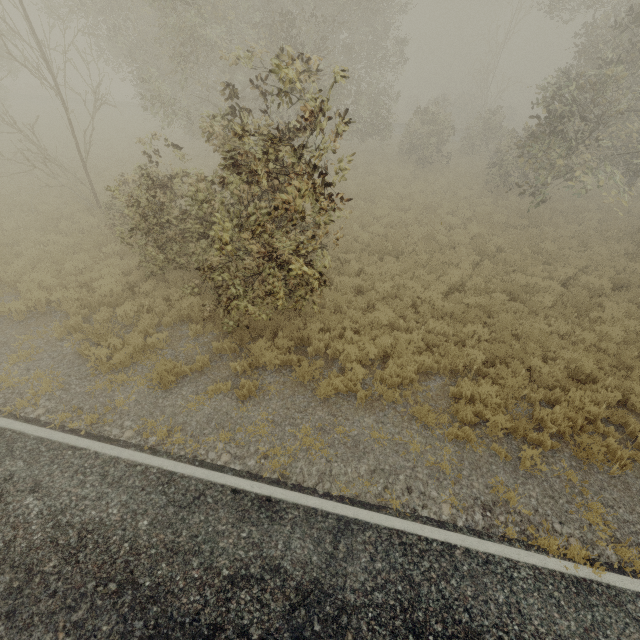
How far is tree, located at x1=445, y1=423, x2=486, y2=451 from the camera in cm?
629

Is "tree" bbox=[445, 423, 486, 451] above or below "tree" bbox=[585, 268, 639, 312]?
below

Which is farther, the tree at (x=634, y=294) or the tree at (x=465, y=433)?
the tree at (x=634, y=294)

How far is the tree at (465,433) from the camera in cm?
629

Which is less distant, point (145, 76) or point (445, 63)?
point (145, 76)

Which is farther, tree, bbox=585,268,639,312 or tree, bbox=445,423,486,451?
tree, bbox=585,268,639,312
